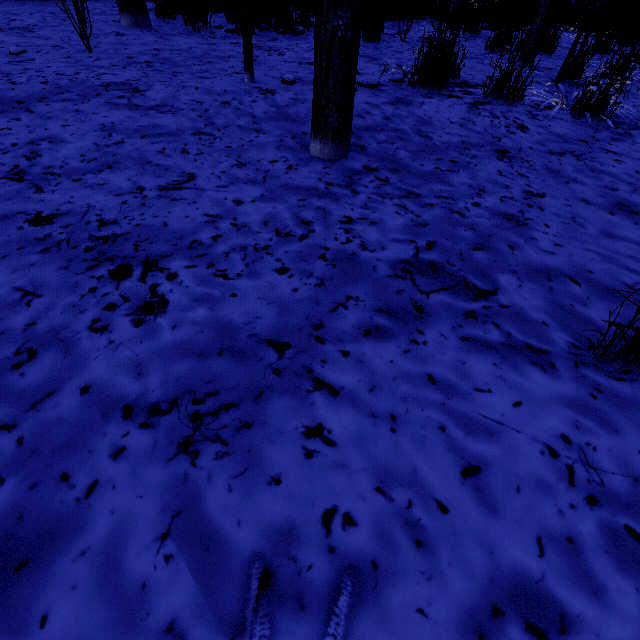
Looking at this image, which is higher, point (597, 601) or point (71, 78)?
point (71, 78)

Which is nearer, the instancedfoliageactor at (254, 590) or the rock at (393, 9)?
the instancedfoliageactor at (254, 590)

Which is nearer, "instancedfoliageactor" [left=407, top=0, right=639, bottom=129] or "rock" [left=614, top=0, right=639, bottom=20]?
"instancedfoliageactor" [left=407, top=0, right=639, bottom=129]

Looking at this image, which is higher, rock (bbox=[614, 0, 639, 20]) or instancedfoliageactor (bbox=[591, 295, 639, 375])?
rock (bbox=[614, 0, 639, 20])

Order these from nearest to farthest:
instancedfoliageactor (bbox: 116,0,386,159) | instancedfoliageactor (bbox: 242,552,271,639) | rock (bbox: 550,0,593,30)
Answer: instancedfoliageactor (bbox: 242,552,271,639) < instancedfoliageactor (bbox: 116,0,386,159) < rock (bbox: 550,0,593,30)

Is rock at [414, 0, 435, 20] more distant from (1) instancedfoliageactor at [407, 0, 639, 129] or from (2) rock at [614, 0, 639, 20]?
(2) rock at [614, 0, 639, 20]

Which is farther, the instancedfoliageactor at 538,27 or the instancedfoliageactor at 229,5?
the instancedfoliageactor at 538,27

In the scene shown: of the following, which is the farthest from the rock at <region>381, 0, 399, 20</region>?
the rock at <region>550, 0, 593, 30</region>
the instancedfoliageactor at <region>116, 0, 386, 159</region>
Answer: the rock at <region>550, 0, 593, 30</region>
